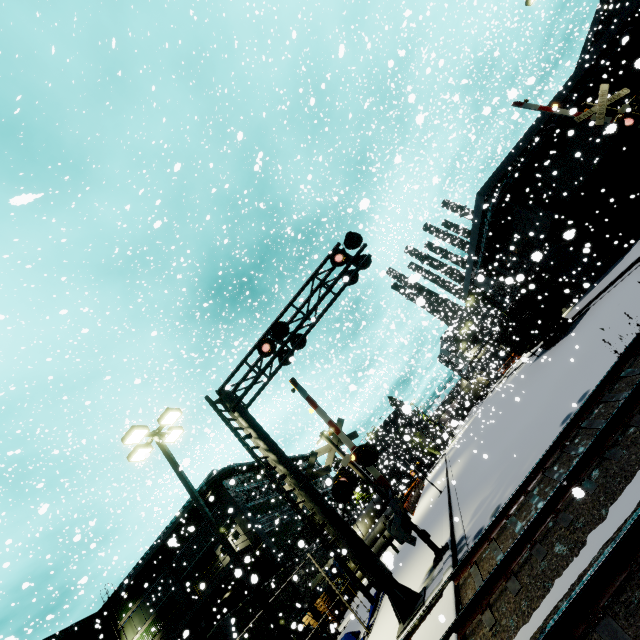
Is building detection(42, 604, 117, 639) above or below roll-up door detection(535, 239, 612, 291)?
above

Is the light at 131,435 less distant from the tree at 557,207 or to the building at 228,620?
the building at 228,620

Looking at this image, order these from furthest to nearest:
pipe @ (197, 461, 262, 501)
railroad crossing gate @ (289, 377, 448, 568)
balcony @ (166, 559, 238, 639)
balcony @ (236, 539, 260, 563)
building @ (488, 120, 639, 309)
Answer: pipe @ (197, 461, 262, 501) → balcony @ (166, 559, 238, 639) → building @ (488, 120, 639, 309) → balcony @ (236, 539, 260, 563) → railroad crossing gate @ (289, 377, 448, 568)

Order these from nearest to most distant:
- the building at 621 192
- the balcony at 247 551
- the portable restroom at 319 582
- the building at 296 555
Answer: the balcony at 247 551
the building at 621 192
the portable restroom at 319 582
the building at 296 555

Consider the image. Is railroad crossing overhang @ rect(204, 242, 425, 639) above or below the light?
below

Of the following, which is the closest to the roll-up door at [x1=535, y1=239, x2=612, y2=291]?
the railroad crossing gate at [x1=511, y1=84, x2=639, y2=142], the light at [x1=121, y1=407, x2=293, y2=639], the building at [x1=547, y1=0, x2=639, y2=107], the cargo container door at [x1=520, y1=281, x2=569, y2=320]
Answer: the building at [x1=547, y1=0, x2=639, y2=107]

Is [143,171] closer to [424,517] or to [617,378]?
[617,378]

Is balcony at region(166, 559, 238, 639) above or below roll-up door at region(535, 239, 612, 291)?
above
